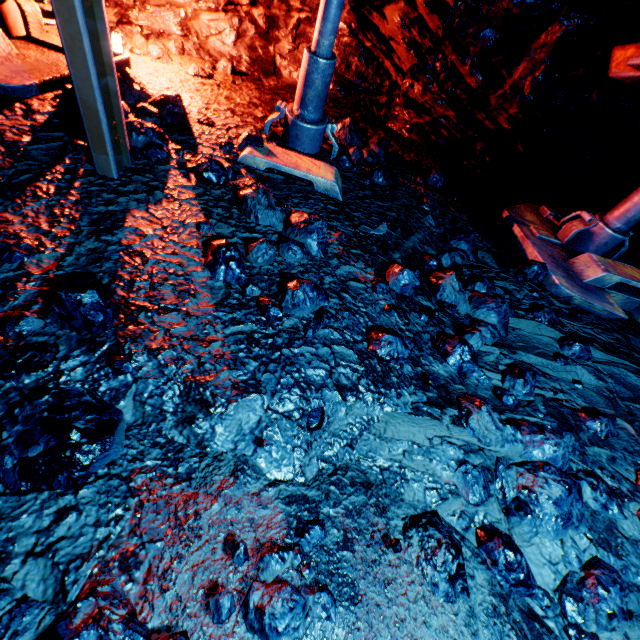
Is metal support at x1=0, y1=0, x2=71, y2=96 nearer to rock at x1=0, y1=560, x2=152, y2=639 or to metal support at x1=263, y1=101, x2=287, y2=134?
rock at x1=0, y1=560, x2=152, y2=639

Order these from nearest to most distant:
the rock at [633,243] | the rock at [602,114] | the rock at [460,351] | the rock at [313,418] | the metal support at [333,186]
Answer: the rock at [313,418] < the rock at [460,351] < the metal support at [333,186] < the rock at [602,114] < the rock at [633,243]

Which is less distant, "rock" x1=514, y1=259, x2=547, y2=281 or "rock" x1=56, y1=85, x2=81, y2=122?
"rock" x1=56, y1=85, x2=81, y2=122

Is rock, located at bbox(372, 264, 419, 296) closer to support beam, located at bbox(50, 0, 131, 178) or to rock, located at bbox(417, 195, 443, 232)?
rock, located at bbox(417, 195, 443, 232)

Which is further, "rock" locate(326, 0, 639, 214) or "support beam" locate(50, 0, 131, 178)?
"rock" locate(326, 0, 639, 214)

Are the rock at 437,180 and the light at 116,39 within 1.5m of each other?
no

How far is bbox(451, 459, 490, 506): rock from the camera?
1.4 meters

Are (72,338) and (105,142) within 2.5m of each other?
yes
